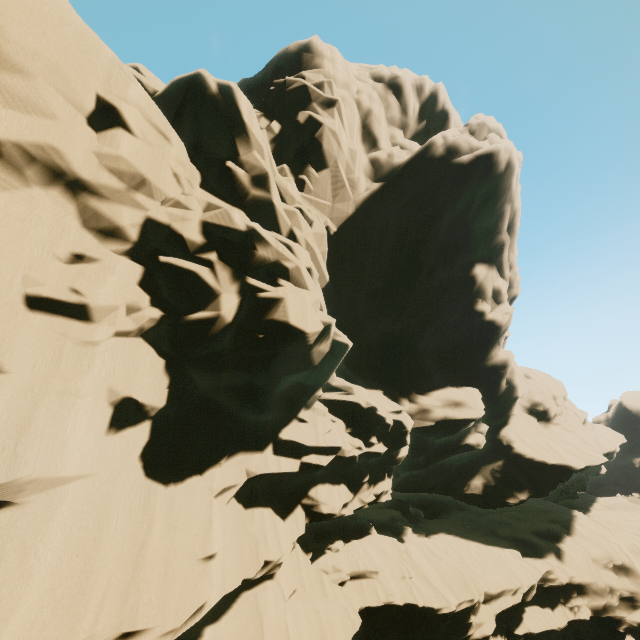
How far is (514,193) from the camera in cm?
2691
